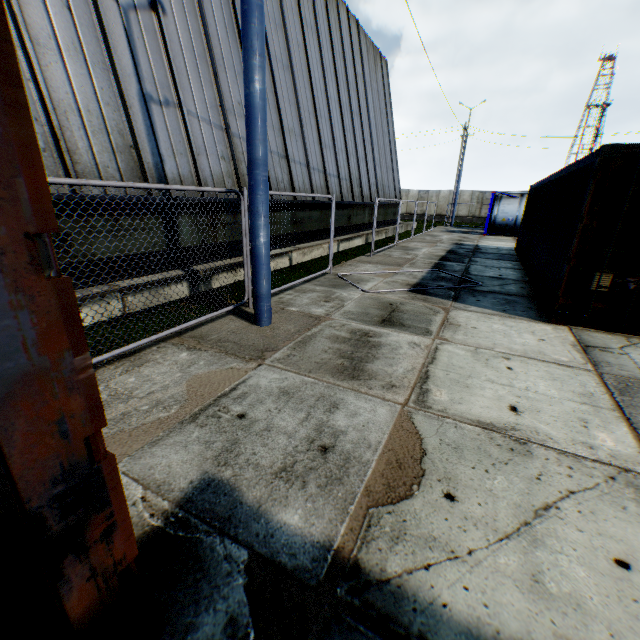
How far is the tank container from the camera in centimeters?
2191cm

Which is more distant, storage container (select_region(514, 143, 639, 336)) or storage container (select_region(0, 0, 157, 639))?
storage container (select_region(514, 143, 639, 336))

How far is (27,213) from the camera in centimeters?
88cm

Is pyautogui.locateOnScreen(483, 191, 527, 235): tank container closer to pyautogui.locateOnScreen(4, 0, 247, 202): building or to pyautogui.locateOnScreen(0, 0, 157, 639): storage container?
pyautogui.locateOnScreen(4, 0, 247, 202): building

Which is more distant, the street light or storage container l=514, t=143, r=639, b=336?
storage container l=514, t=143, r=639, b=336

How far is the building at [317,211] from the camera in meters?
10.7 m

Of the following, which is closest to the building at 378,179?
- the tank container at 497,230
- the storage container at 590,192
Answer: the tank container at 497,230

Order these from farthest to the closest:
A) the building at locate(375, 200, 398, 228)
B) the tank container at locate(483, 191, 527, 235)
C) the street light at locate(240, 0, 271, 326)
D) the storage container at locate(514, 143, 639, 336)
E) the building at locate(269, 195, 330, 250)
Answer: the tank container at locate(483, 191, 527, 235) < the building at locate(375, 200, 398, 228) < the building at locate(269, 195, 330, 250) < the storage container at locate(514, 143, 639, 336) < the street light at locate(240, 0, 271, 326)
